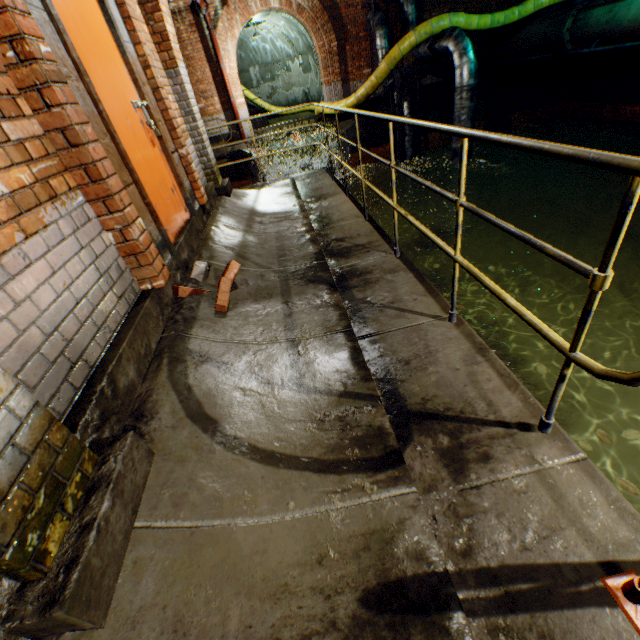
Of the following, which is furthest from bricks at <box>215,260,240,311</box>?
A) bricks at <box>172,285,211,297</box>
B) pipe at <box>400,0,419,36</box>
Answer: pipe at <box>400,0,419,36</box>

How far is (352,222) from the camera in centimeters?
454cm

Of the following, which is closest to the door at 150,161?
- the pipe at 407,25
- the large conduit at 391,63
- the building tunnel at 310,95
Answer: the pipe at 407,25

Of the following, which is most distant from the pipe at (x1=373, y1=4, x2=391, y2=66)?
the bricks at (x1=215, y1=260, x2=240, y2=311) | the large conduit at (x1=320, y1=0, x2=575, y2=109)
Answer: the bricks at (x1=215, y1=260, x2=240, y2=311)

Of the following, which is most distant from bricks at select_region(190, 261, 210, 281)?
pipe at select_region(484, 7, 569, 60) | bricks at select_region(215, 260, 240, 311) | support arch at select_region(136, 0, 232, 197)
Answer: pipe at select_region(484, 7, 569, 60)

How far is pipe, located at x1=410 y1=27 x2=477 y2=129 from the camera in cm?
852

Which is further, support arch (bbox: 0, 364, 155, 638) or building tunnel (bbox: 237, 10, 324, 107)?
building tunnel (bbox: 237, 10, 324, 107)

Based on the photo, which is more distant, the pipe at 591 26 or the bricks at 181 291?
the pipe at 591 26
